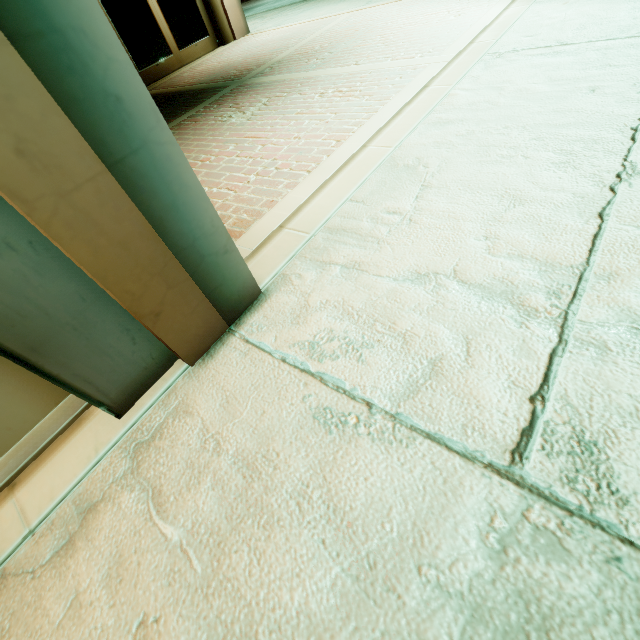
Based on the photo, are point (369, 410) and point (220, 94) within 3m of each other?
no
